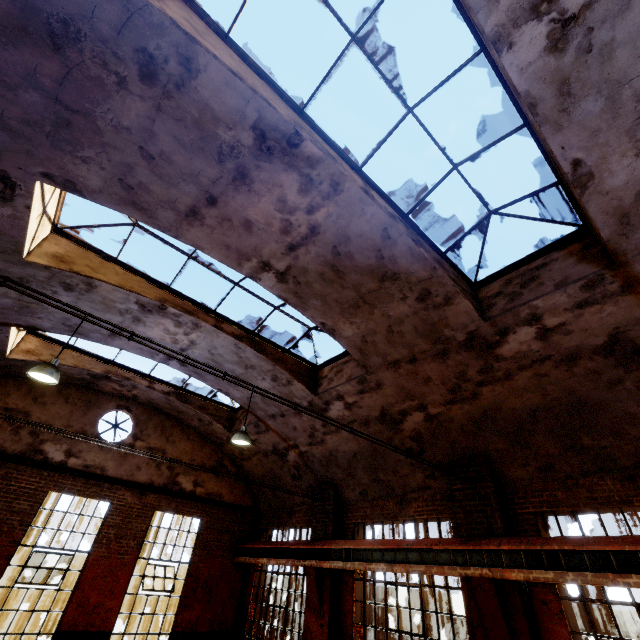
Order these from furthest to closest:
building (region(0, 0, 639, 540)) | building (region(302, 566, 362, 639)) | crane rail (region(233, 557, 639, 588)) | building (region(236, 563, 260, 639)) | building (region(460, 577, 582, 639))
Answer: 1. building (region(236, 563, 260, 639))
2. building (region(302, 566, 362, 639))
3. building (region(460, 577, 582, 639))
4. crane rail (region(233, 557, 639, 588))
5. building (region(0, 0, 639, 540))

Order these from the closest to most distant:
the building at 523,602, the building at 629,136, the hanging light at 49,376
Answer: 1. the building at 629,136
2. the building at 523,602
3. the hanging light at 49,376

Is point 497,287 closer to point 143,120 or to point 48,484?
point 143,120

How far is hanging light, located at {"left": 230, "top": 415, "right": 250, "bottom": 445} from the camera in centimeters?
866cm

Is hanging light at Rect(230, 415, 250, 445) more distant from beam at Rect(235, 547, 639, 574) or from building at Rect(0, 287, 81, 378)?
beam at Rect(235, 547, 639, 574)

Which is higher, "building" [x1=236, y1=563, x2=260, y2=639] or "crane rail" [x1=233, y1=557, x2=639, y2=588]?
"crane rail" [x1=233, y1=557, x2=639, y2=588]

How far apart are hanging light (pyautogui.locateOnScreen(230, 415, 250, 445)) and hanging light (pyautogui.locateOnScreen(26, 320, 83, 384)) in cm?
419

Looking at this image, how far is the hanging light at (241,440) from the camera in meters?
→ 8.7
